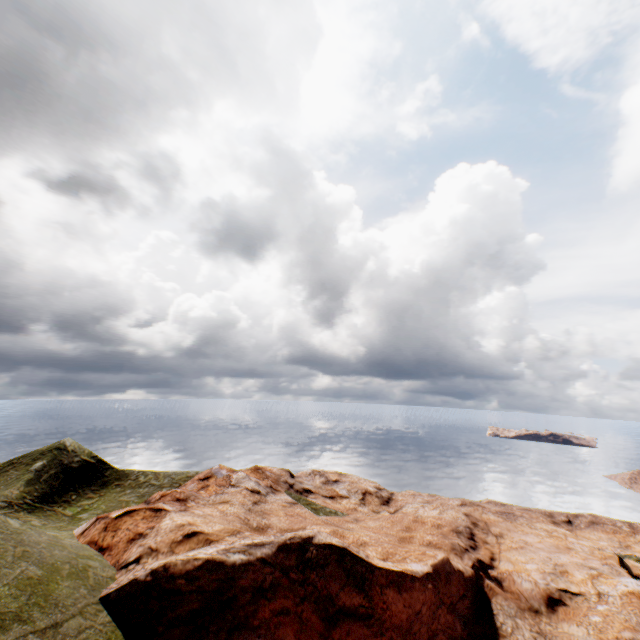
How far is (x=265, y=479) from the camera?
31.0 meters
